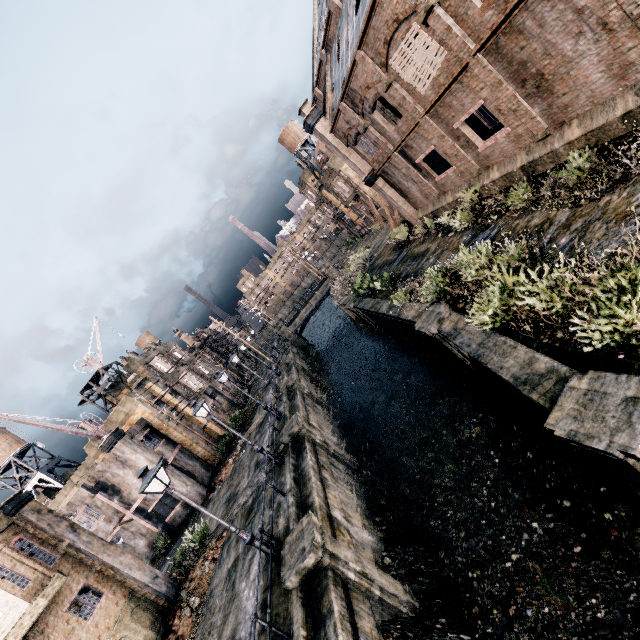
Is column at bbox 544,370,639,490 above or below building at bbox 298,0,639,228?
below

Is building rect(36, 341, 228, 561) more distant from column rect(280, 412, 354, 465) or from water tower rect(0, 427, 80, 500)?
water tower rect(0, 427, 80, 500)

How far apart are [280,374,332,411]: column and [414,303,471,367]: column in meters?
14.8

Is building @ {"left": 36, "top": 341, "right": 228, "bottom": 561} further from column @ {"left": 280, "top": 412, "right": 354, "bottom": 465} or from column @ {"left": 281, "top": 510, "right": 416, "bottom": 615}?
column @ {"left": 281, "top": 510, "right": 416, "bottom": 615}

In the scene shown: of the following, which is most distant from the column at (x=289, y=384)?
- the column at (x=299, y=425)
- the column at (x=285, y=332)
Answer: Result: the column at (x=285, y=332)

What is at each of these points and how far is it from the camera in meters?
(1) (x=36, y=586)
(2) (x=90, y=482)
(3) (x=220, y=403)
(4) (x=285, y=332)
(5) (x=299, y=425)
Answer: (1) building, 12.9 m
(2) building, 25.9 m
(3) building, 41.6 m
(4) column, 53.8 m
(5) column, 18.4 m

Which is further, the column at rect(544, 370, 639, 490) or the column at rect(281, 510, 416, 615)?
the column at rect(281, 510, 416, 615)

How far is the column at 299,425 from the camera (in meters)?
18.42
